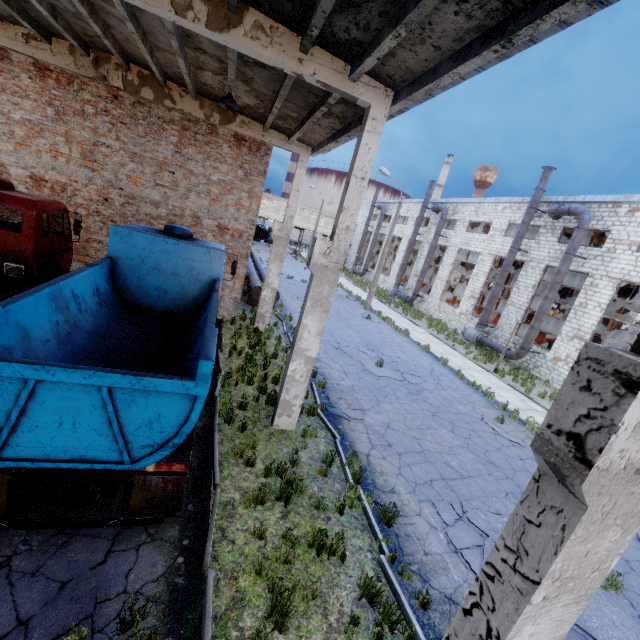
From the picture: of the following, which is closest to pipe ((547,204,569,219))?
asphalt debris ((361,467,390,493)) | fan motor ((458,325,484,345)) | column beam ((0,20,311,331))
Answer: fan motor ((458,325,484,345))

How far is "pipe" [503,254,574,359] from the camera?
19.19m

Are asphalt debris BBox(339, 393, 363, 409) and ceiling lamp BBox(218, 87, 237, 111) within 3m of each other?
no

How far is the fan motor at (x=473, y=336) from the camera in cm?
2417

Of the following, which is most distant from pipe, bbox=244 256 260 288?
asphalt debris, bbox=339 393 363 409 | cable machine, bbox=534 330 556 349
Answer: cable machine, bbox=534 330 556 349

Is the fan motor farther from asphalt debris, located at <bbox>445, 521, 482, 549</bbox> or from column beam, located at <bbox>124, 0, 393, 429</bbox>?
column beam, located at <bbox>124, 0, 393, 429</bbox>

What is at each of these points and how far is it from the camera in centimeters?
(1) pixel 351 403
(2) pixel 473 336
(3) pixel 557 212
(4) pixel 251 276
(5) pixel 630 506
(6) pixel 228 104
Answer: (1) asphalt debris, 1049cm
(2) fan motor, 2420cm
(3) pipe, 2008cm
(4) pipe, 1991cm
(5) column beam, 179cm
(6) ceiling lamp, 862cm

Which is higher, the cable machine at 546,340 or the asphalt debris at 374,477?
the cable machine at 546,340
